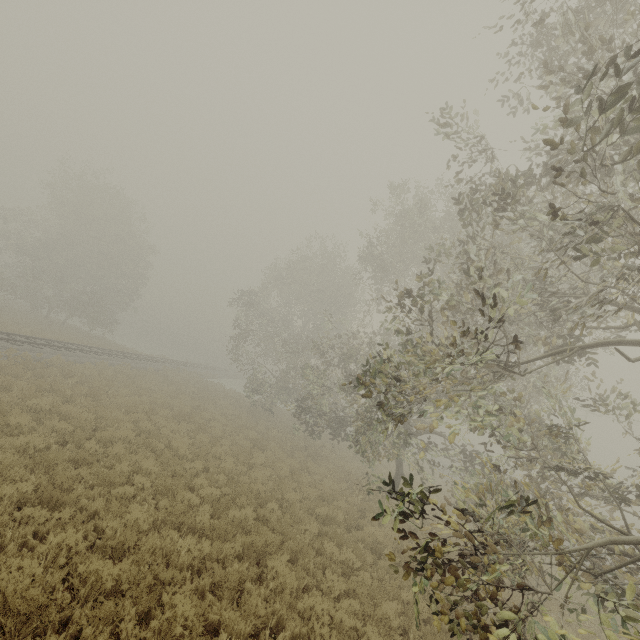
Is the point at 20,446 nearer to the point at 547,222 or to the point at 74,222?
the point at 547,222
